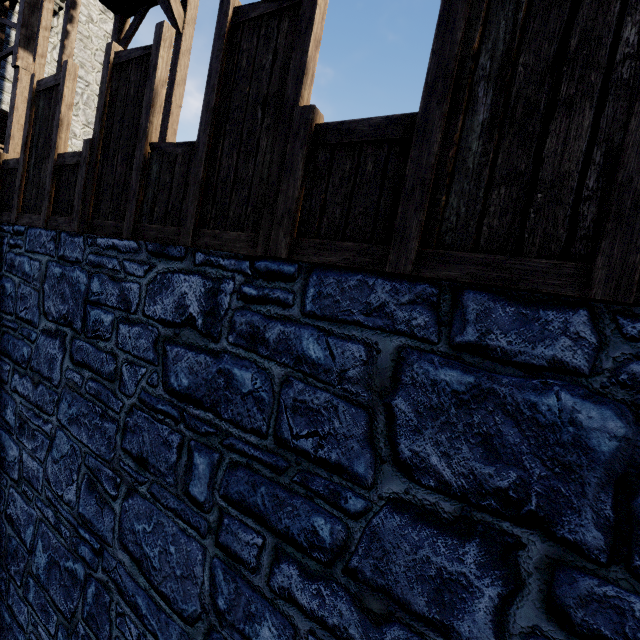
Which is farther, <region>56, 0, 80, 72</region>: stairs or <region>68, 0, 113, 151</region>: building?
<region>68, 0, 113, 151</region>: building

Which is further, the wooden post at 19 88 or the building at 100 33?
the building at 100 33

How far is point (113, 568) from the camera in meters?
3.4

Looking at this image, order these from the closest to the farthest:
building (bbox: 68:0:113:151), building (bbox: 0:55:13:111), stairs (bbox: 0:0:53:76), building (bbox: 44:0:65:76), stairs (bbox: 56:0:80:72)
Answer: stairs (bbox: 0:0:53:76), stairs (bbox: 56:0:80:72), building (bbox: 0:55:13:111), building (bbox: 44:0:65:76), building (bbox: 68:0:113:151)

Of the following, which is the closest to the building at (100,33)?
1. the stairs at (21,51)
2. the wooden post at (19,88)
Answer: the stairs at (21,51)

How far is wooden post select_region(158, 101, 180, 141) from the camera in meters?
7.6

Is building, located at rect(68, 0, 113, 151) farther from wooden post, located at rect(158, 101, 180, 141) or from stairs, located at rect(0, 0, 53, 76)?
wooden post, located at rect(158, 101, 180, 141)
